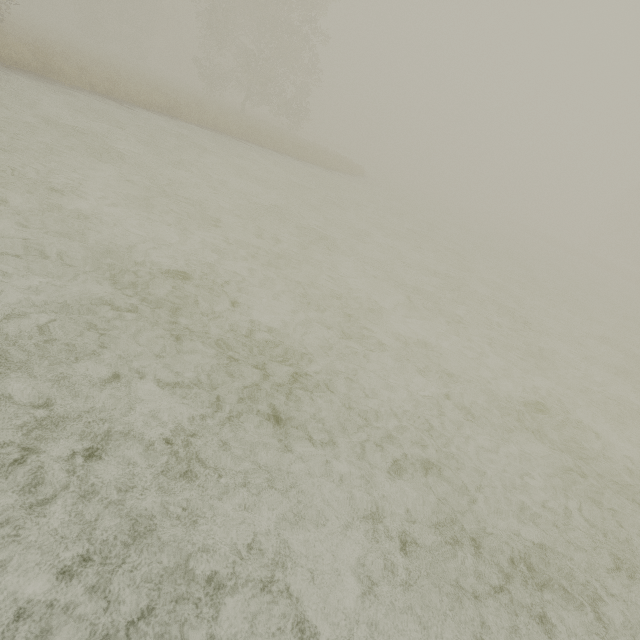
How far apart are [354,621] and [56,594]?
1.8m
